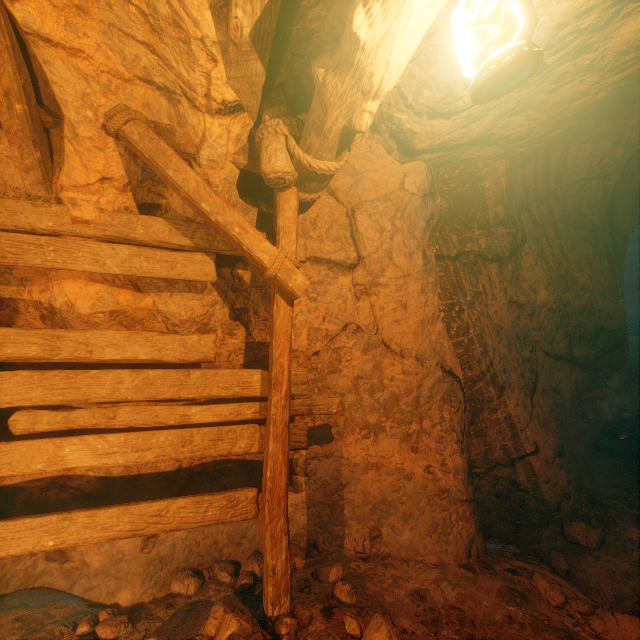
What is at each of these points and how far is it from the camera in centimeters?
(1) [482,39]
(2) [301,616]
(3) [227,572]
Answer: (1) cave, 226cm
(2) instancedfoliageactor, 251cm
(3) instancedfoliageactor, 321cm

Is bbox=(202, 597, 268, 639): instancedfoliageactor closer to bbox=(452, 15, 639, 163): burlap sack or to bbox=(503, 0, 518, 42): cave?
bbox=(452, 15, 639, 163): burlap sack

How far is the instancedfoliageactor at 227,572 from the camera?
3.0 meters

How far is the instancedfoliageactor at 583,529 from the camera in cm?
324

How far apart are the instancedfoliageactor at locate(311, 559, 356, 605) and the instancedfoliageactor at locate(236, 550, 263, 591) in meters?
0.2 m

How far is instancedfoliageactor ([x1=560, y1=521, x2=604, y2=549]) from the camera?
3.24m

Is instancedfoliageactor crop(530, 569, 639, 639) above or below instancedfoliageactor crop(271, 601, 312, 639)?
below

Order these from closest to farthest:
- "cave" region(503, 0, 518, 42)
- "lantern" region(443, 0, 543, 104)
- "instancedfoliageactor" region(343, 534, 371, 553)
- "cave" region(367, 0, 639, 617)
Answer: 1. "lantern" region(443, 0, 543, 104)
2. "cave" region(503, 0, 518, 42)
3. "cave" region(367, 0, 639, 617)
4. "instancedfoliageactor" region(343, 534, 371, 553)
